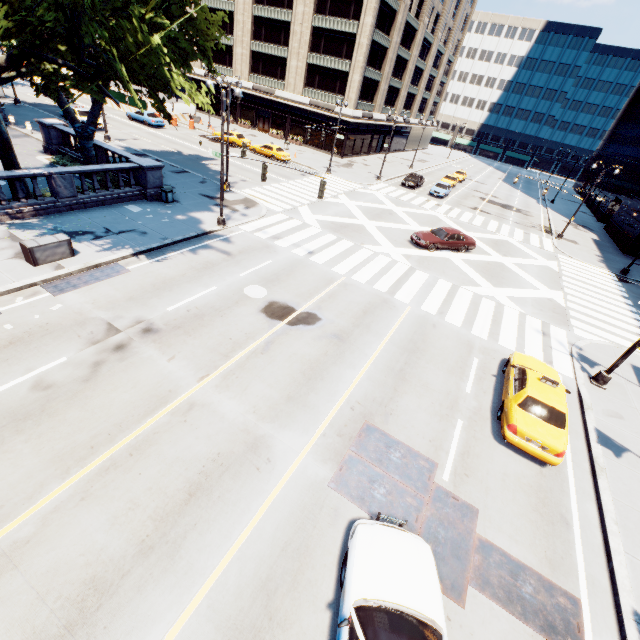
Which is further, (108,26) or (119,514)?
(108,26)

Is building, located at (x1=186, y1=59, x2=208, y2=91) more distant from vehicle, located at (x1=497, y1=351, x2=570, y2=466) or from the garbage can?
vehicle, located at (x1=497, y1=351, x2=570, y2=466)

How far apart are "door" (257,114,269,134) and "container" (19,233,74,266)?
46.23m

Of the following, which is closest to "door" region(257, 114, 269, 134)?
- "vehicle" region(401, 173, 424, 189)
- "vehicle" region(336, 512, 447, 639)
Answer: "vehicle" region(401, 173, 424, 189)

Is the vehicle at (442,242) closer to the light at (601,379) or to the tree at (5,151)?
the light at (601,379)

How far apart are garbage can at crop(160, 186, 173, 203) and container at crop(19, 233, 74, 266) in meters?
7.9 m

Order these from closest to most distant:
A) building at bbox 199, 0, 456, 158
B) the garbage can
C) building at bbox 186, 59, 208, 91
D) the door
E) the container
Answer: the container < the garbage can < building at bbox 199, 0, 456, 158 < the door < building at bbox 186, 59, 208, 91

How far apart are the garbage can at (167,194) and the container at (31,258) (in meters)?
7.94
